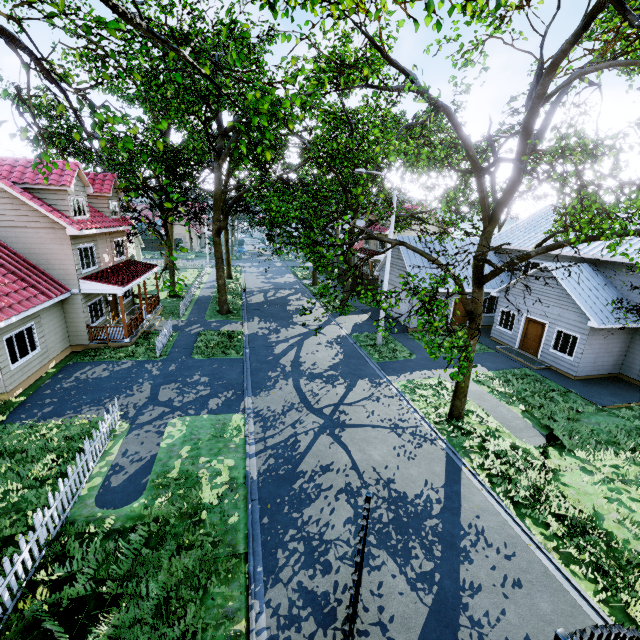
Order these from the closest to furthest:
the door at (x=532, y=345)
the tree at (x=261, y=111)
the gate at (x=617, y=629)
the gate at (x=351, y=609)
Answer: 1. the gate at (x=617, y=629)
2. the gate at (x=351, y=609)
3. the tree at (x=261, y=111)
4. the door at (x=532, y=345)

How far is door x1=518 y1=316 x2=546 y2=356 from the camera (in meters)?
18.44

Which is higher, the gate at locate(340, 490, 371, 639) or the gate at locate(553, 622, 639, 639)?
the gate at locate(553, 622, 639, 639)

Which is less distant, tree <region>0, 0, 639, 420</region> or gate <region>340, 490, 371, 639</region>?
gate <region>340, 490, 371, 639</region>

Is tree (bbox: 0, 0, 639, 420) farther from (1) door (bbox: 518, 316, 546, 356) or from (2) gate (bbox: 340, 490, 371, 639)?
(1) door (bbox: 518, 316, 546, 356)

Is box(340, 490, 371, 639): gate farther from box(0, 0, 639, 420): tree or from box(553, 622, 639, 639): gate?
box(0, 0, 639, 420): tree

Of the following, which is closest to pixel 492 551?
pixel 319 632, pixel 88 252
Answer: pixel 319 632

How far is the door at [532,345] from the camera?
18.4 meters
